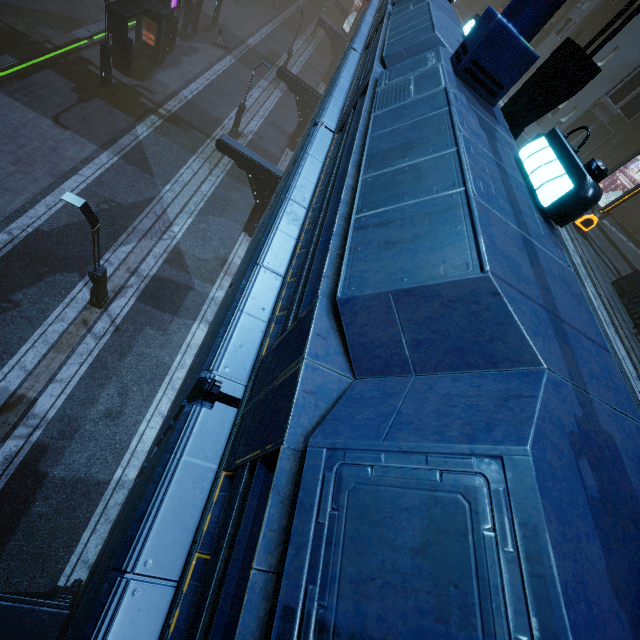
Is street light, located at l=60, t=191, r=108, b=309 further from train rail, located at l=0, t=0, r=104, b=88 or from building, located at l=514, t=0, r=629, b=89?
train rail, located at l=0, t=0, r=104, b=88

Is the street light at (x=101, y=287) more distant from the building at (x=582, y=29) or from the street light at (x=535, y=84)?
the street light at (x=535, y=84)

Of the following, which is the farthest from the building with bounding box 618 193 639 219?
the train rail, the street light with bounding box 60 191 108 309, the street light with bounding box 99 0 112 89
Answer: the street light with bounding box 60 191 108 309

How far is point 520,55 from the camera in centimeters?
407cm

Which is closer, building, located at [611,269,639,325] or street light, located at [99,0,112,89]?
building, located at [611,269,639,325]

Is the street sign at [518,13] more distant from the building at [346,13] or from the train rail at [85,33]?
the train rail at [85,33]

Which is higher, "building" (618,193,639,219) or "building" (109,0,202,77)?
"building" (618,193,639,219)
